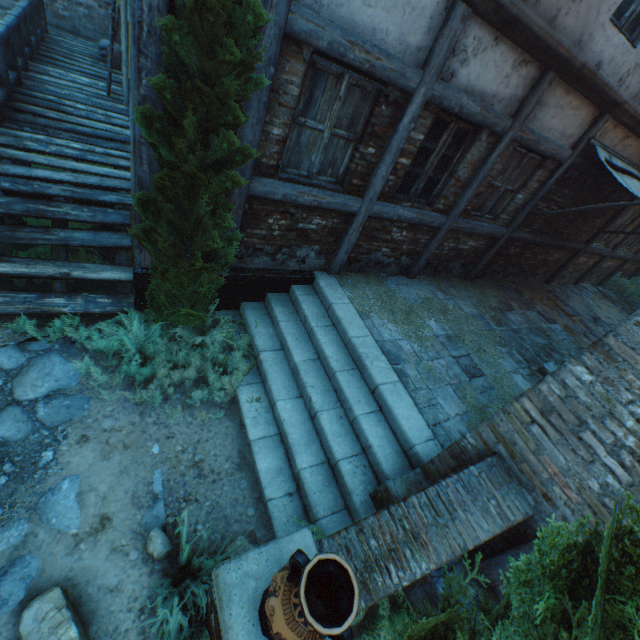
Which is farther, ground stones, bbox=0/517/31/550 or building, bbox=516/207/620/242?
building, bbox=516/207/620/242

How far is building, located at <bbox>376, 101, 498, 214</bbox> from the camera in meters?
4.6

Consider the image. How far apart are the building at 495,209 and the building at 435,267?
0.2 meters

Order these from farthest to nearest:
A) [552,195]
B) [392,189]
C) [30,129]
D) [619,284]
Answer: [619,284] < [552,195] < [30,129] < [392,189]

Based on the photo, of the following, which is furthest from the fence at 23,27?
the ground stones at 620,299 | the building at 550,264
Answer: the ground stones at 620,299

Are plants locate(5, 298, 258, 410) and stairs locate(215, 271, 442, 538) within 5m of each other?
yes

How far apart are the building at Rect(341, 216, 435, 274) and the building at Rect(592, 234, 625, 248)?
6.30m

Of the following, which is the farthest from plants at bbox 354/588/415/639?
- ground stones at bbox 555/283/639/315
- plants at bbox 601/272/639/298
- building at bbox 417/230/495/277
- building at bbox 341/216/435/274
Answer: plants at bbox 601/272/639/298
